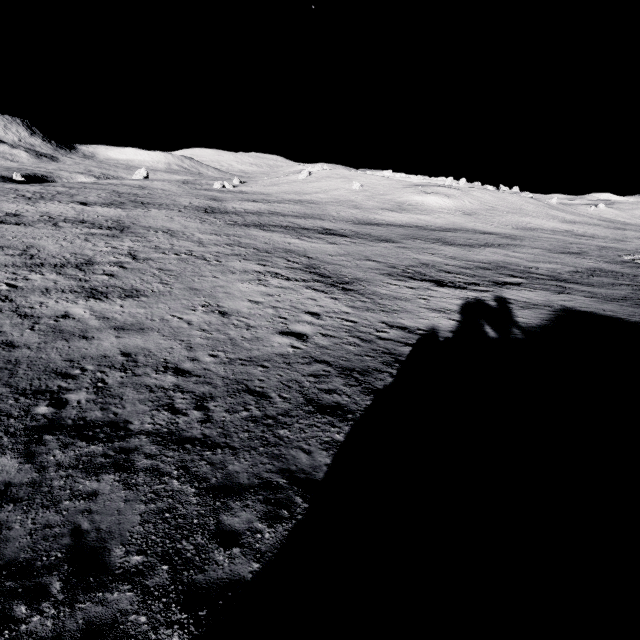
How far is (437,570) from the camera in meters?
5.4 m
